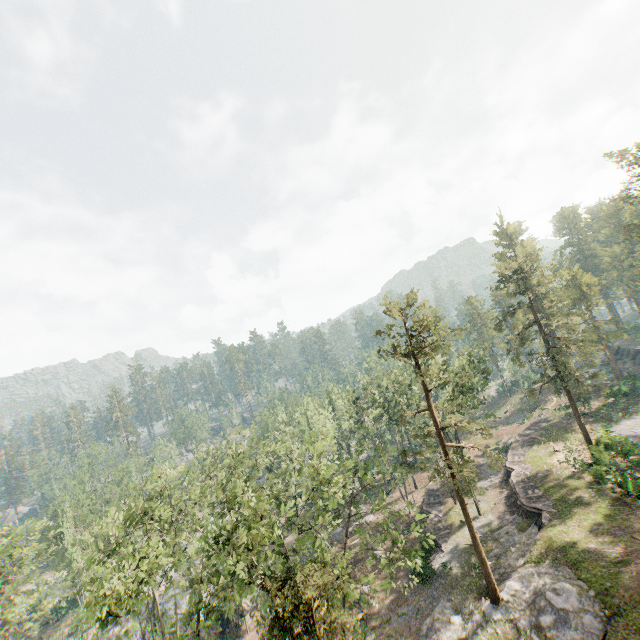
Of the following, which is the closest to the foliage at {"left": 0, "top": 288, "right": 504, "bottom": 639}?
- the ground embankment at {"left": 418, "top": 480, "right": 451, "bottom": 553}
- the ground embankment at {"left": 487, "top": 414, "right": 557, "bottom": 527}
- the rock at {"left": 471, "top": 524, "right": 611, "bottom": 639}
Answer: the rock at {"left": 471, "top": 524, "right": 611, "bottom": 639}

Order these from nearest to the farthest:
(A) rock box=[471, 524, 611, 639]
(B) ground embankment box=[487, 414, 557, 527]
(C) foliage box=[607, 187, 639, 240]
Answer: (A) rock box=[471, 524, 611, 639] → (B) ground embankment box=[487, 414, 557, 527] → (C) foliage box=[607, 187, 639, 240]

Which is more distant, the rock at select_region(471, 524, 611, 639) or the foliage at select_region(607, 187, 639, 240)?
the foliage at select_region(607, 187, 639, 240)

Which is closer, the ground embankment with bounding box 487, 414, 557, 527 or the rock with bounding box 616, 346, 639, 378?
the ground embankment with bounding box 487, 414, 557, 527

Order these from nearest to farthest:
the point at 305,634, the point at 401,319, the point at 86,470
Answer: the point at 305,634 < the point at 401,319 < the point at 86,470

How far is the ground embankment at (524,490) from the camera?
30.62m

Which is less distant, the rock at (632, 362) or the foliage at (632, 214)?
the foliage at (632, 214)

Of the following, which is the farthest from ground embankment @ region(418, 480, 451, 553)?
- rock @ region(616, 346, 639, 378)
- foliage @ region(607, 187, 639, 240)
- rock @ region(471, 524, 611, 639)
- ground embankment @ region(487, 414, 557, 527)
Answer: rock @ region(616, 346, 639, 378)
